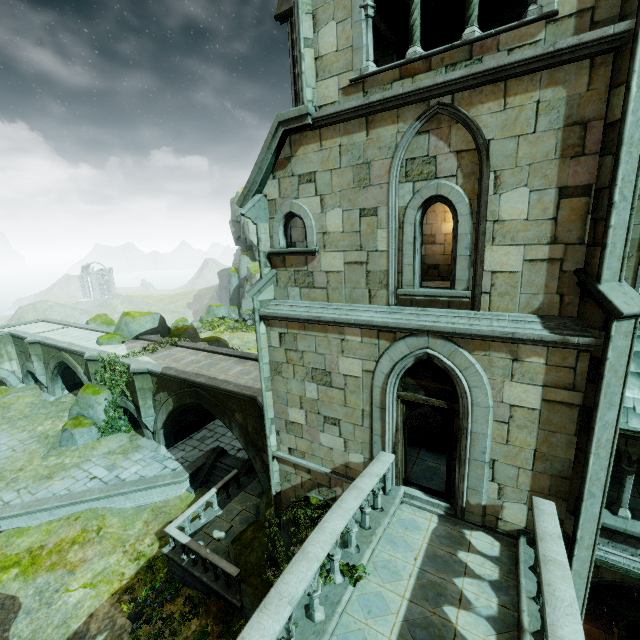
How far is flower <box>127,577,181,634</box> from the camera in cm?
1076

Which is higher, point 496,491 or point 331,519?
point 331,519

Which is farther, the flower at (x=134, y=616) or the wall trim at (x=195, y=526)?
the wall trim at (x=195, y=526)

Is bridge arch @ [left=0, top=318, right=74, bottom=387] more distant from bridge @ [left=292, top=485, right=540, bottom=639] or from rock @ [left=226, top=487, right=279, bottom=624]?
bridge @ [left=292, top=485, right=540, bottom=639]

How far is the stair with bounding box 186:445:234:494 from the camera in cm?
1645

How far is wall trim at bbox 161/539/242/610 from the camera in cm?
1056

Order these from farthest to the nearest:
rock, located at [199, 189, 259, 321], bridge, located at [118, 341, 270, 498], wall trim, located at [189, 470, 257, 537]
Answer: rock, located at [199, 189, 259, 321], bridge, located at [118, 341, 270, 498], wall trim, located at [189, 470, 257, 537]

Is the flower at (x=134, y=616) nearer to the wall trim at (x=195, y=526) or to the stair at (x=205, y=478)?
the wall trim at (x=195, y=526)
